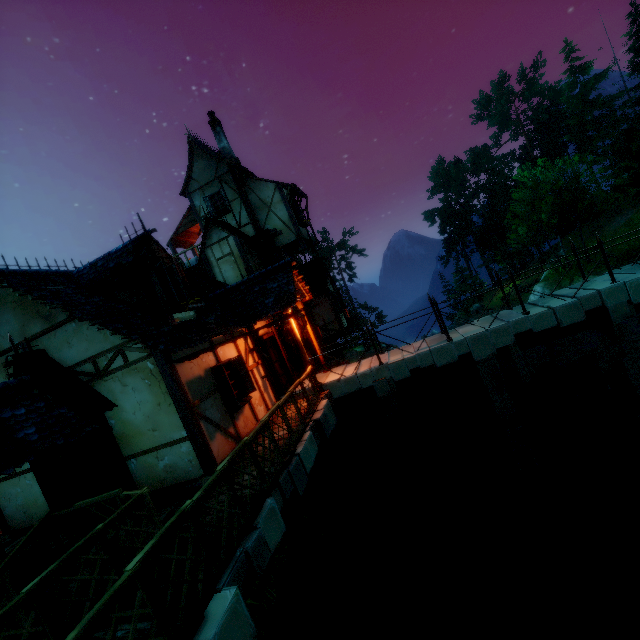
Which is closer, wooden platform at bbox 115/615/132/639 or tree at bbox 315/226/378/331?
wooden platform at bbox 115/615/132/639

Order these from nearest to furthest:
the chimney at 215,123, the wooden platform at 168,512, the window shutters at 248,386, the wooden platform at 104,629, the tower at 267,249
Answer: the wooden platform at 104,629 < the wooden platform at 168,512 < the window shutters at 248,386 < the tower at 267,249 < the chimney at 215,123

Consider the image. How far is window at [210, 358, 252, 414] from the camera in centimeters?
835cm

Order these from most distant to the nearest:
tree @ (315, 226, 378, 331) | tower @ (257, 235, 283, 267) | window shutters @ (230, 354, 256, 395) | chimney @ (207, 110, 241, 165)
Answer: tree @ (315, 226, 378, 331), chimney @ (207, 110, 241, 165), tower @ (257, 235, 283, 267), window shutters @ (230, 354, 256, 395)

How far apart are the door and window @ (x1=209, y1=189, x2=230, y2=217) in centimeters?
1314cm

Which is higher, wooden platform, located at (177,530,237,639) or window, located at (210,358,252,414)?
window, located at (210,358,252,414)

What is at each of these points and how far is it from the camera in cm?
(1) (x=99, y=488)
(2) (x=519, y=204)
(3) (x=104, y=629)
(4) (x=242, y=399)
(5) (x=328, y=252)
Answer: (1) doorway, 714
(2) tree, 2711
(3) wooden platform, 395
(4) window, 892
(5) tree, 5406

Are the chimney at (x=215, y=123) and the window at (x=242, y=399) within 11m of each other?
no
